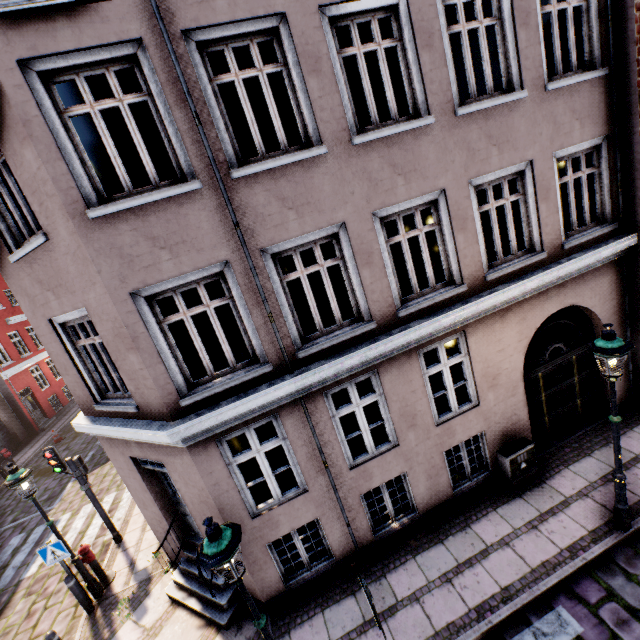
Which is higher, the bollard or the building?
the building

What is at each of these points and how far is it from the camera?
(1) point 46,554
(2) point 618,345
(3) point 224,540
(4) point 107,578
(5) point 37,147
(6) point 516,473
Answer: (1) sign, 7.18m
(2) street light, 4.64m
(3) street light, 3.53m
(4) hydrant, 8.10m
(5) building, 4.08m
(6) electrical box, 7.05m

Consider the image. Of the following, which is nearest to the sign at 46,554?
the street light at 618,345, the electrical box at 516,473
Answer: the electrical box at 516,473

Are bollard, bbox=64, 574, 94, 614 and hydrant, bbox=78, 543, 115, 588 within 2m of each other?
yes

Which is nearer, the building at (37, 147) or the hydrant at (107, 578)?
the building at (37, 147)

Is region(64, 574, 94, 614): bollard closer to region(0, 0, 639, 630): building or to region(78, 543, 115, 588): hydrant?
region(78, 543, 115, 588): hydrant

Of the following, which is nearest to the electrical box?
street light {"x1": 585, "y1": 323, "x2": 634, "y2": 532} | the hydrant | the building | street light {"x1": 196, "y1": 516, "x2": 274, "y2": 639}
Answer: the building

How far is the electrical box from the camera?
7.0 meters
